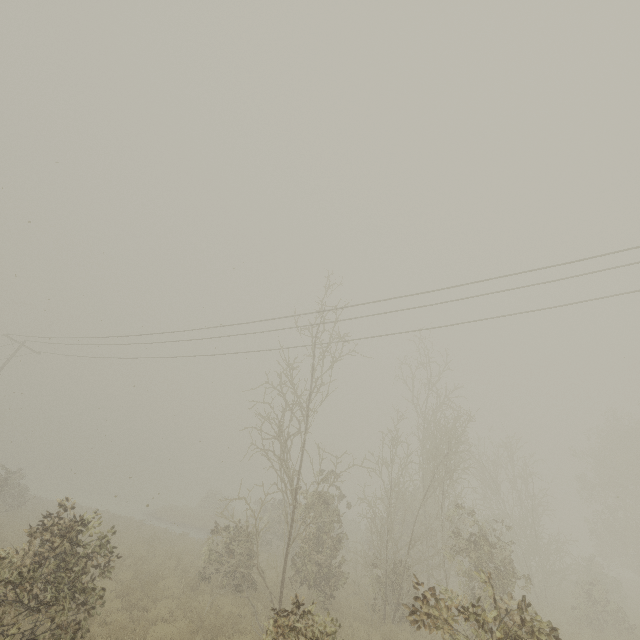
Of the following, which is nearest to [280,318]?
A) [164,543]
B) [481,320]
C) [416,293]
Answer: [416,293]
